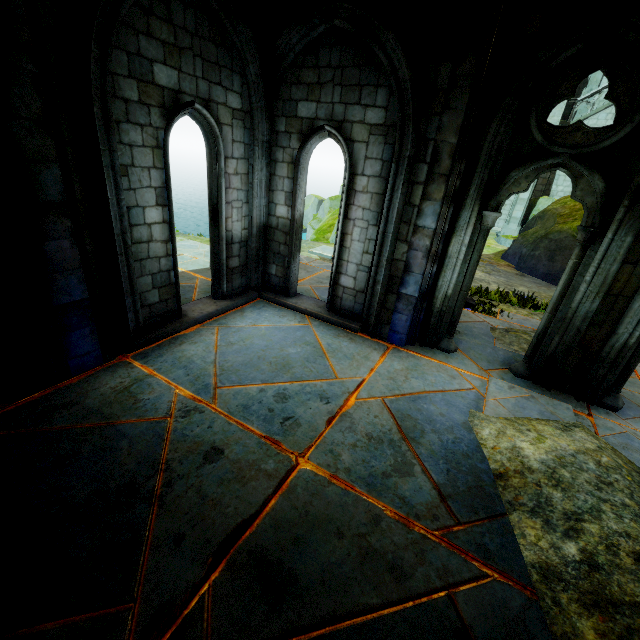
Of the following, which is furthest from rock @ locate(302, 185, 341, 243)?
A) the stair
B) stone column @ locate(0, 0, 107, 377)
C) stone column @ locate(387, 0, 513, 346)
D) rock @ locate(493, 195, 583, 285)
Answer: the stair

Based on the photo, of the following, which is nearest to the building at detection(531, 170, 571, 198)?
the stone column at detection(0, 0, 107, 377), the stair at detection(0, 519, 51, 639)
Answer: the stair at detection(0, 519, 51, 639)

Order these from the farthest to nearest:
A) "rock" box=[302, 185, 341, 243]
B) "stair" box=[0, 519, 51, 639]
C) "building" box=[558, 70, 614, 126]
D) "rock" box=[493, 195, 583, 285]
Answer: "building" box=[558, 70, 614, 126]
"rock" box=[302, 185, 341, 243]
"rock" box=[493, 195, 583, 285]
"stair" box=[0, 519, 51, 639]

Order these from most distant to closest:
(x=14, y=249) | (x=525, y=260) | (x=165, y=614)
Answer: (x=525, y=260) < (x=14, y=249) < (x=165, y=614)

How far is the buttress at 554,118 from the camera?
17.4 meters

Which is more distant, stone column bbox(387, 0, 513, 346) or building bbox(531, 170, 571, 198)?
building bbox(531, 170, 571, 198)

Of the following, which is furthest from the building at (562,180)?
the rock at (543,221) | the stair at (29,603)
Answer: the stair at (29,603)

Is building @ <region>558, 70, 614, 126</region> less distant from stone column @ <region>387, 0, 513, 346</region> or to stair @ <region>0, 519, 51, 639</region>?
stone column @ <region>387, 0, 513, 346</region>
